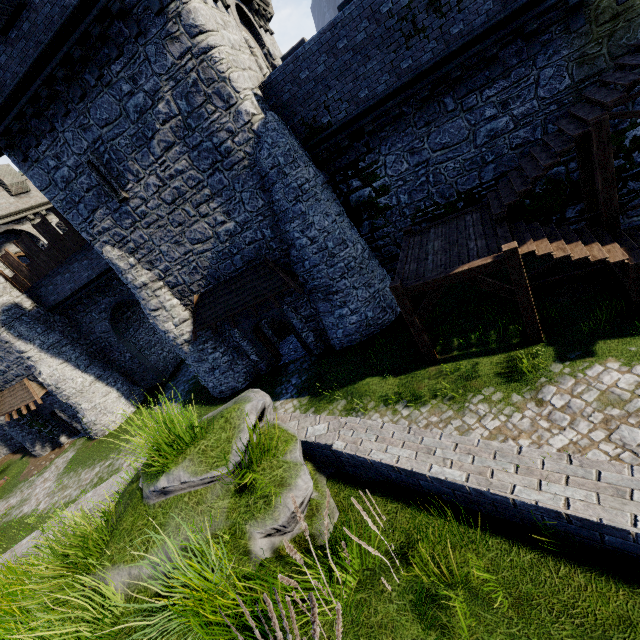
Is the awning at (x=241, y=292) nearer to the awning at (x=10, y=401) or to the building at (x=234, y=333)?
the building at (x=234, y=333)

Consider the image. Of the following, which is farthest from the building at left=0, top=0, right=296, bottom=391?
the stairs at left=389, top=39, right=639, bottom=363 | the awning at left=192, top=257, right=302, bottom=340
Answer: the stairs at left=389, top=39, right=639, bottom=363

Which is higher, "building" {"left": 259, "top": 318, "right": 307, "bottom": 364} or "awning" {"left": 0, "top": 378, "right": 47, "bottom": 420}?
"awning" {"left": 0, "top": 378, "right": 47, "bottom": 420}

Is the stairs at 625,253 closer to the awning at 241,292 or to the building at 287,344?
the awning at 241,292

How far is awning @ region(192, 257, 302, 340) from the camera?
13.27m

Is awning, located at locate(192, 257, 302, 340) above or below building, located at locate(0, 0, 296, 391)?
below

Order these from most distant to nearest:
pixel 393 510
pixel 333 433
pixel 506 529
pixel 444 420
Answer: pixel 444 420, pixel 333 433, pixel 393 510, pixel 506 529
